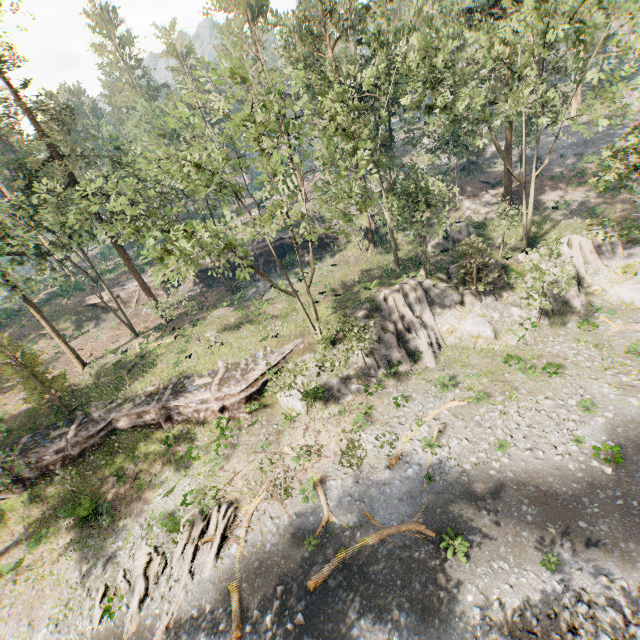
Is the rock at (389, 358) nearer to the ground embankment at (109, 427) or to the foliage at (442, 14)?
the ground embankment at (109, 427)

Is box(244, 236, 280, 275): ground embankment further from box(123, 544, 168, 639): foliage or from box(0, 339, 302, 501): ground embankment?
box(0, 339, 302, 501): ground embankment

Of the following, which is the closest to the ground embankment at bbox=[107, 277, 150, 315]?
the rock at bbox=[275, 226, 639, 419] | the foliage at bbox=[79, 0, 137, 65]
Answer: the foliage at bbox=[79, 0, 137, 65]

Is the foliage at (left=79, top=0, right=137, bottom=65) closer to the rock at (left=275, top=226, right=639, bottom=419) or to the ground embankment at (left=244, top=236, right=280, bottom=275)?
the rock at (left=275, top=226, right=639, bottom=419)

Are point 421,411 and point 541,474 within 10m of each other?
yes

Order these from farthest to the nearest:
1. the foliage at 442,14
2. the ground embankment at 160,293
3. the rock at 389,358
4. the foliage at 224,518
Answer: the ground embankment at 160,293
the rock at 389,358
the foliage at 442,14
the foliage at 224,518

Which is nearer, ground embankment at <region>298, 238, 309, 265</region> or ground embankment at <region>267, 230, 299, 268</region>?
ground embankment at <region>267, 230, 299, 268</region>
